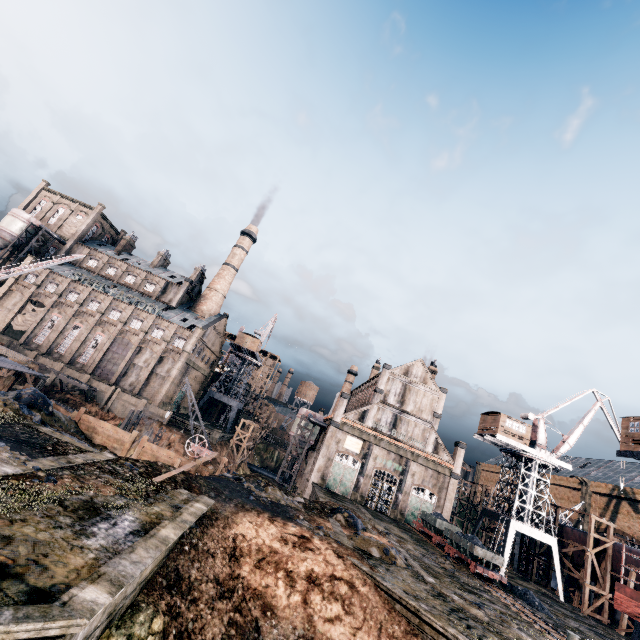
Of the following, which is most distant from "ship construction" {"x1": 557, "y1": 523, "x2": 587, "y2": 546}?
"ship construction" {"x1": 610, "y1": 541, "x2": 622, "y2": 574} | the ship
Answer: the ship

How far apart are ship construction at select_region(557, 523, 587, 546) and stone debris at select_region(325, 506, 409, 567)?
33.0m

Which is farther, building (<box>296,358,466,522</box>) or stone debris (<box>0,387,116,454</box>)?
building (<box>296,358,466,522</box>)

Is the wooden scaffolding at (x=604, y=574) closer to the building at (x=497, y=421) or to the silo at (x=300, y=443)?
the building at (x=497, y=421)

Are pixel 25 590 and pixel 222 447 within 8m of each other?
no

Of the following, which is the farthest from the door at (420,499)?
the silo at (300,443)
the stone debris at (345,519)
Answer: the stone debris at (345,519)

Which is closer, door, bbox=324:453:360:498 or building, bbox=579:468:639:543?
door, bbox=324:453:360:498

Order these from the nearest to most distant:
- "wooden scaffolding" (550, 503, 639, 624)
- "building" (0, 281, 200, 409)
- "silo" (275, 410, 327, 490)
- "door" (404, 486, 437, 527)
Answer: "wooden scaffolding" (550, 503, 639, 624) < "door" (404, 486, 437, 527) < "silo" (275, 410, 327, 490) < "building" (0, 281, 200, 409)
